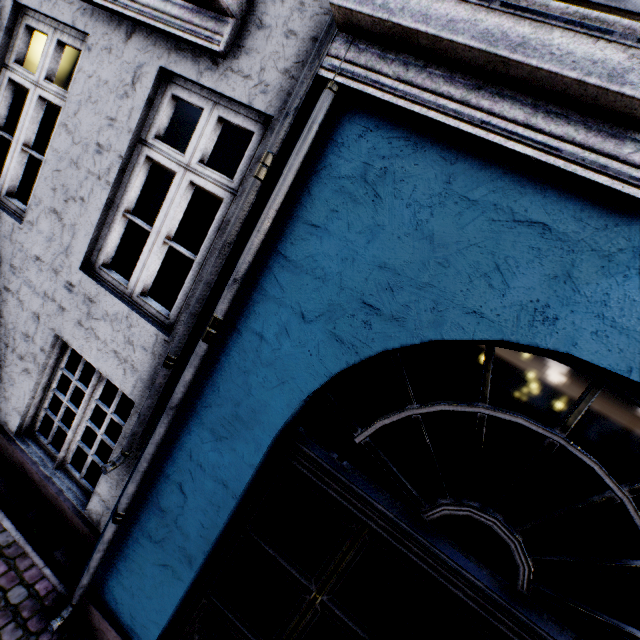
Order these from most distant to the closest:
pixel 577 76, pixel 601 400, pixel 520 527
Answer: pixel 601 400, pixel 520 527, pixel 577 76
